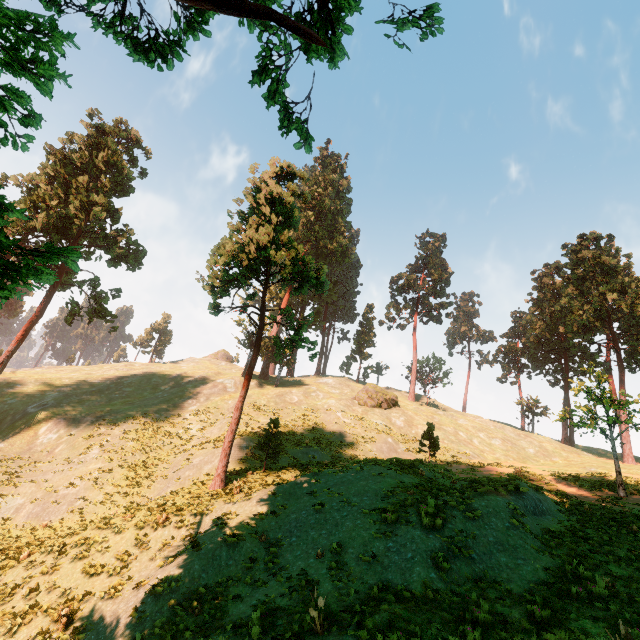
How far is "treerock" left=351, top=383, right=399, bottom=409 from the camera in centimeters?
4200cm

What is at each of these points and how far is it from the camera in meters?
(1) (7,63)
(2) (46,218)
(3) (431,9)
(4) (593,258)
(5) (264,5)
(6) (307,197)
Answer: (1) treerock, 3.0
(2) treerock, 27.6
(3) treerock, 4.9
(4) treerock, 42.5
(5) treerock, 5.4
(6) treerock, 25.9

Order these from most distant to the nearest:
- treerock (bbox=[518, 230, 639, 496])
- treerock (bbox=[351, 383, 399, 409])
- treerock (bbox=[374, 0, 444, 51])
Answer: treerock (bbox=[351, 383, 399, 409]) < treerock (bbox=[518, 230, 639, 496]) < treerock (bbox=[374, 0, 444, 51])

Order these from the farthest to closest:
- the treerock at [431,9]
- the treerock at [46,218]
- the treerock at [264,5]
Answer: the treerock at [431,9] < the treerock at [46,218] < the treerock at [264,5]

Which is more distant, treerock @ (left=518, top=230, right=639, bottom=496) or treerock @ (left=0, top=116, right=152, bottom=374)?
treerock @ (left=518, top=230, right=639, bottom=496)

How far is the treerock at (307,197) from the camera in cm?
2003
